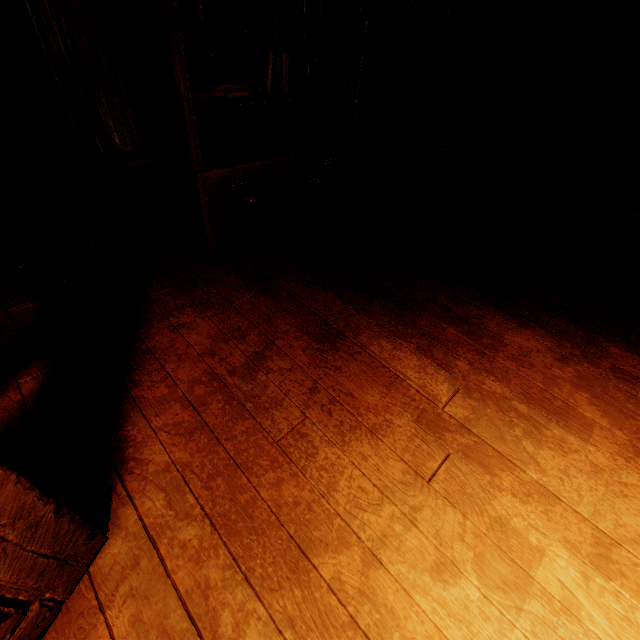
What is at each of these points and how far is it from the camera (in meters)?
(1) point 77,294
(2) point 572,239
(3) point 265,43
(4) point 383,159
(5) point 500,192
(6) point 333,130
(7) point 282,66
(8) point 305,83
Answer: (1) nightstand, 2.51
(2) nightstand, 3.49
(3) building, 3.09
(4) log pile, 4.86
(5) log pile, 4.66
(6) shop shelf, 3.86
(7) books, 3.05
(8) books, 3.35

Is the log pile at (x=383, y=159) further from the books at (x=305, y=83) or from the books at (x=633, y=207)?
the books at (x=633, y=207)

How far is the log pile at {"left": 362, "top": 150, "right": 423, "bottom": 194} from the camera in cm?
475

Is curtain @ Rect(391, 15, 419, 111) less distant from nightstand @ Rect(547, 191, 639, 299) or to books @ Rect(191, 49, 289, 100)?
books @ Rect(191, 49, 289, 100)

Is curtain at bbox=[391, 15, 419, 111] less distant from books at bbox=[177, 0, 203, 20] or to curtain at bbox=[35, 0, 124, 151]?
books at bbox=[177, 0, 203, 20]

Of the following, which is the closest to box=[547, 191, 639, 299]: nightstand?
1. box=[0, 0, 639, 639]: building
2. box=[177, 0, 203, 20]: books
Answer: box=[0, 0, 639, 639]: building

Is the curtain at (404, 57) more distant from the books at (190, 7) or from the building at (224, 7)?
the books at (190, 7)

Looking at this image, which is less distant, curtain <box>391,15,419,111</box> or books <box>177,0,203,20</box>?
books <box>177,0,203,20</box>
